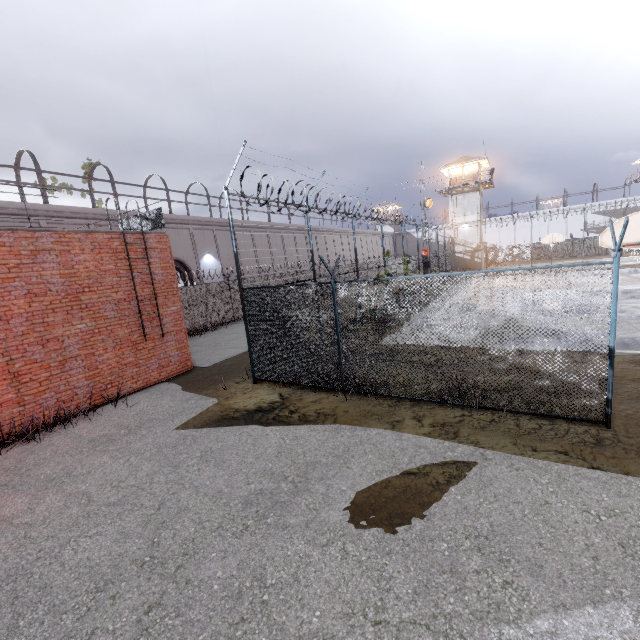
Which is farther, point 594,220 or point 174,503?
point 594,220

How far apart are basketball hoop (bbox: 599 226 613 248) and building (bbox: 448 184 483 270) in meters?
39.6 m

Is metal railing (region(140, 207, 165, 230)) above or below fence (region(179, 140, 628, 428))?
above

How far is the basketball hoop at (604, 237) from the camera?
8.9m

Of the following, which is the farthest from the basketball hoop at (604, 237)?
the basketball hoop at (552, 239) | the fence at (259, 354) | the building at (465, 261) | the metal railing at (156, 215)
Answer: the building at (465, 261)

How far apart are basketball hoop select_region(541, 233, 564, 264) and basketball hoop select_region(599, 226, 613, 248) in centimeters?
2438cm

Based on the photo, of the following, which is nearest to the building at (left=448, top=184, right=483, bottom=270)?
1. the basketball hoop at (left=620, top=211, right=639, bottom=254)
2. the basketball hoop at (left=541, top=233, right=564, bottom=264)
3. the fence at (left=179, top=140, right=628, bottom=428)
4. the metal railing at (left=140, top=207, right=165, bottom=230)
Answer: the fence at (left=179, top=140, right=628, bottom=428)
